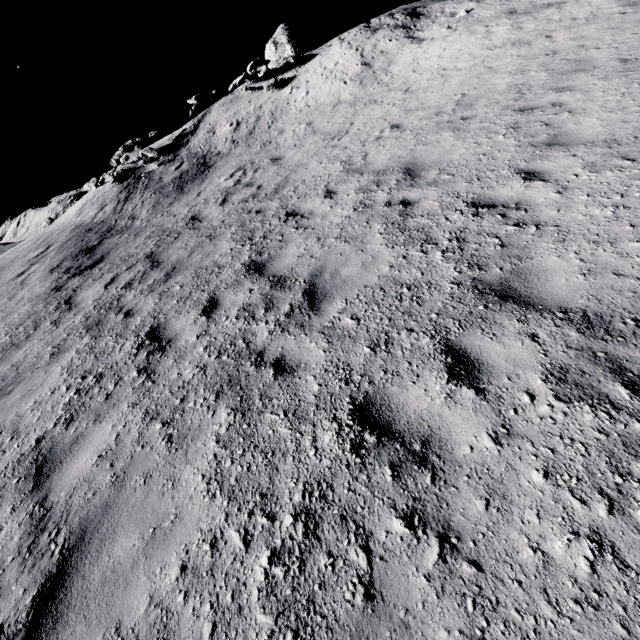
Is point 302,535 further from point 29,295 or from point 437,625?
point 29,295

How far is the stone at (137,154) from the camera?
16.7 meters

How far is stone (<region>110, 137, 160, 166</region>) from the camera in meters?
16.7 m
